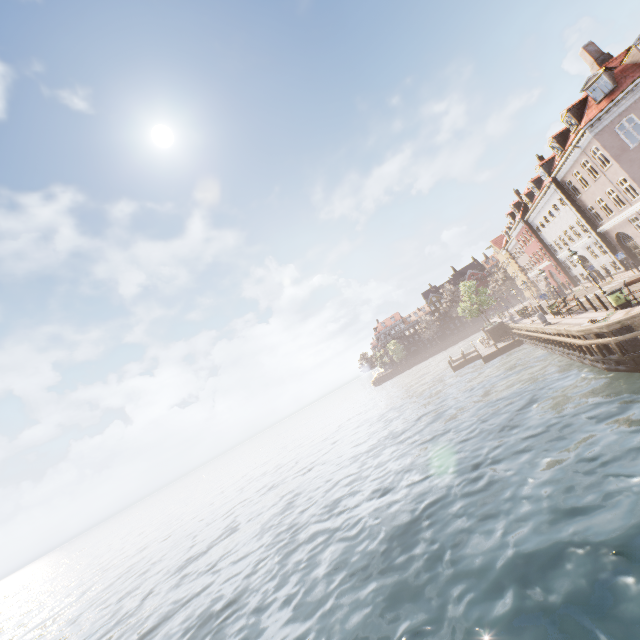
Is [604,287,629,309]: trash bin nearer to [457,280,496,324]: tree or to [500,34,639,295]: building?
[500,34,639,295]: building

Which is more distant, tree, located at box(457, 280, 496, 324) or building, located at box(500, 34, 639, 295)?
tree, located at box(457, 280, 496, 324)

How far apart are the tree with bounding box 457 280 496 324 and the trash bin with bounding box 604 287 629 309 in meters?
27.5

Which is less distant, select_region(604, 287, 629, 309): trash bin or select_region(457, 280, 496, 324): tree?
select_region(604, 287, 629, 309): trash bin

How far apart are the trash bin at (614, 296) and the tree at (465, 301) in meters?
27.5 m

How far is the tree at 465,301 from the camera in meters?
42.8

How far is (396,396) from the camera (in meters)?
54.09

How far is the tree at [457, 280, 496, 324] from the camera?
42.8 meters
